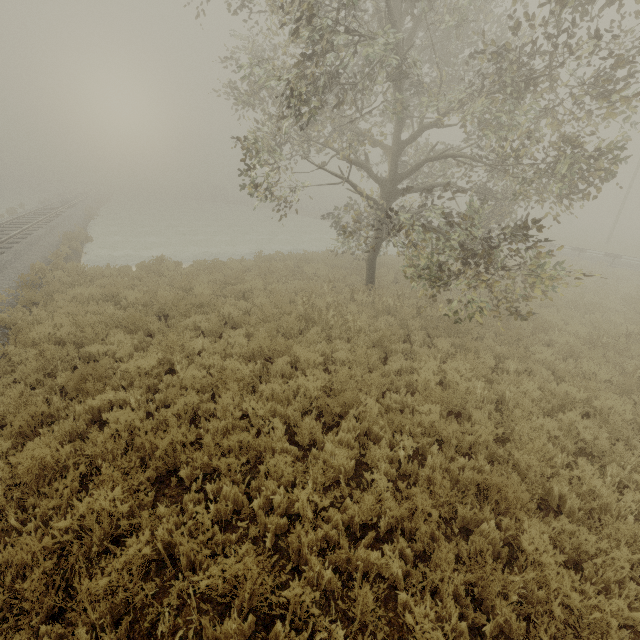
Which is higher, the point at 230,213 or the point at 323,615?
the point at 323,615

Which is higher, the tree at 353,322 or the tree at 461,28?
the tree at 461,28

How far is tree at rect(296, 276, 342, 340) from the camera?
8.94m

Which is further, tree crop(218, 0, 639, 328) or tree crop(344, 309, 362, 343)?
tree crop(344, 309, 362, 343)

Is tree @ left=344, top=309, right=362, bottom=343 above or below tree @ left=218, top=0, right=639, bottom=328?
below

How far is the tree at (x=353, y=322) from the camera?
8.49m
